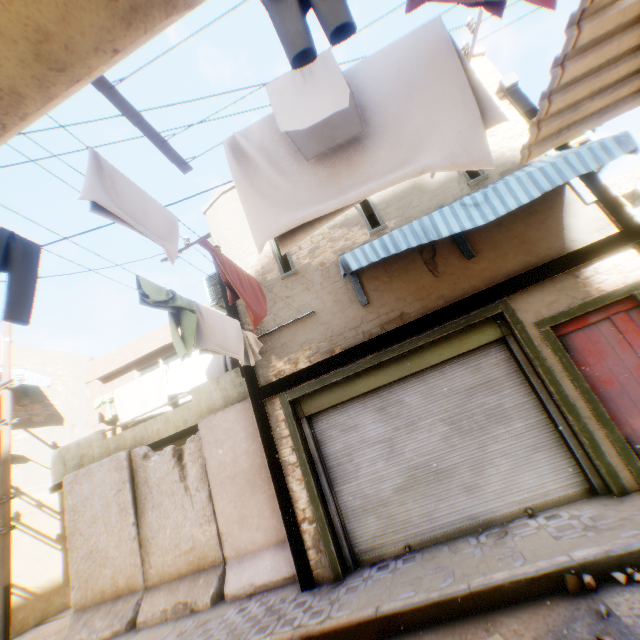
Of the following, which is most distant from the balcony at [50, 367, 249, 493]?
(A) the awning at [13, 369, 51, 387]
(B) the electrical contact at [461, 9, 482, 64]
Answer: (B) the electrical contact at [461, 9, 482, 64]

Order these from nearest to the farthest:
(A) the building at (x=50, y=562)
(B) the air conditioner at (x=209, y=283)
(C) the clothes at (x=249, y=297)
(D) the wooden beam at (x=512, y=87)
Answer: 1. (C) the clothes at (x=249, y=297)
2. (D) the wooden beam at (x=512, y=87)
3. (B) the air conditioner at (x=209, y=283)
4. (A) the building at (x=50, y=562)

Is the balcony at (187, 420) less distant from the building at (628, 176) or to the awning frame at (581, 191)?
the building at (628, 176)

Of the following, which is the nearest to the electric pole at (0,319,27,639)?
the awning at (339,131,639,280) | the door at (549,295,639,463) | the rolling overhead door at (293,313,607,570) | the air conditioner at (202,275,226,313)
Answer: the rolling overhead door at (293,313,607,570)

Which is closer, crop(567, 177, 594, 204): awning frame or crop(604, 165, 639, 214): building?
crop(567, 177, 594, 204): awning frame

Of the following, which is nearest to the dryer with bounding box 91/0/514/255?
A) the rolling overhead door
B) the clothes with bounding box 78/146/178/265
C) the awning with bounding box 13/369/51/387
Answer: the clothes with bounding box 78/146/178/265

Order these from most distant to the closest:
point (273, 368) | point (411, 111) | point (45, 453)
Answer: point (45, 453), point (273, 368), point (411, 111)

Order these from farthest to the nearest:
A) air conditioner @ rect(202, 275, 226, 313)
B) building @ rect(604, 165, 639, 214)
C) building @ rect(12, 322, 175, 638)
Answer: building @ rect(604, 165, 639, 214) < building @ rect(12, 322, 175, 638) < air conditioner @ rect(202, 275, 226, 313)
